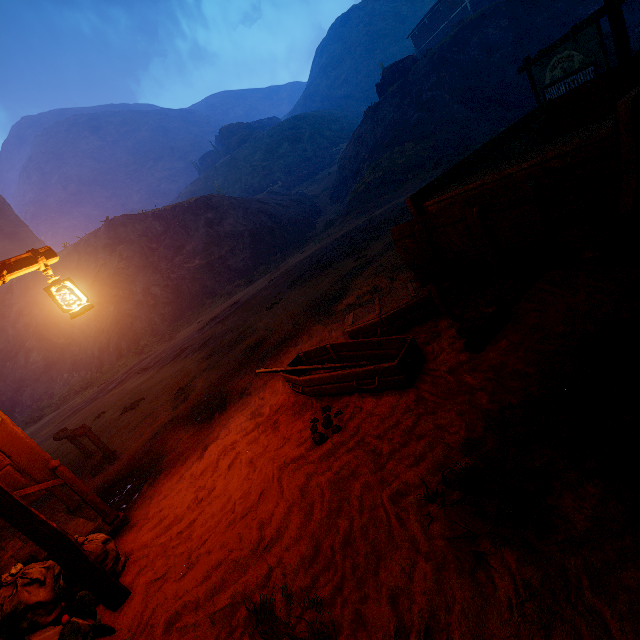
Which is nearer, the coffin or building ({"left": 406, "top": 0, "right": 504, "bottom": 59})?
the coffin

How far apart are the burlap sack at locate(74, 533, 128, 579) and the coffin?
2.2 meters

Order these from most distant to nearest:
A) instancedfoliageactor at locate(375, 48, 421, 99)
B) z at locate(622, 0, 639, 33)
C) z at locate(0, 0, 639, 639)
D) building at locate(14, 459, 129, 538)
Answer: instancedfoliageactor at locate(375, 48, 421, 99) < z at locate(622, 0, 639, 33) < building at locate(14, 459, 129, 538) < z at locate(0, 0, 639, 639)

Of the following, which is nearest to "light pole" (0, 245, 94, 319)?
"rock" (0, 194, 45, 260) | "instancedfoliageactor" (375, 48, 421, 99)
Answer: "instancedfoliageactor" (375, 48, 421, 99)

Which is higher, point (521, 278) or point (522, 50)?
point (522, 50)

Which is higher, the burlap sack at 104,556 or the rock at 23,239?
the rock at 23,239

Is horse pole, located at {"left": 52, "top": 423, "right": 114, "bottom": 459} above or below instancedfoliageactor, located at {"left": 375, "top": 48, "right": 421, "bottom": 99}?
below

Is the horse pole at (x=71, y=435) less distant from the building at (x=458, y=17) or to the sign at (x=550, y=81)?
the building at (x=458, y=17)
